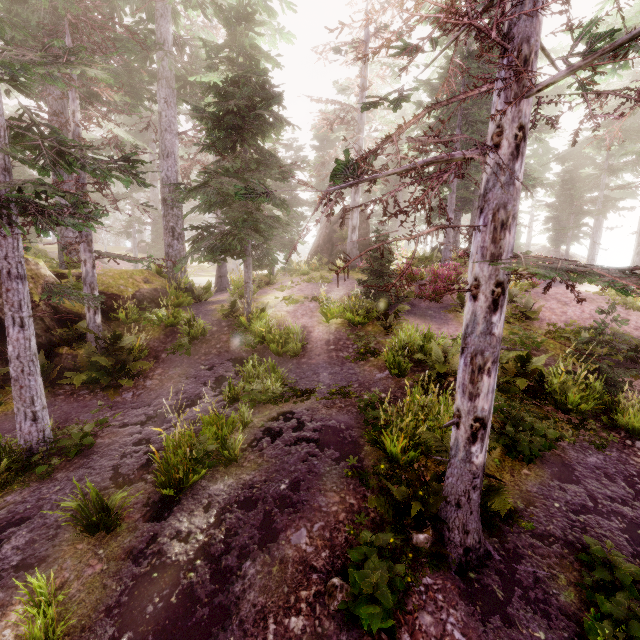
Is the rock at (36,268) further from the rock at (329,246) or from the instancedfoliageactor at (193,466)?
the rock at (329,246)

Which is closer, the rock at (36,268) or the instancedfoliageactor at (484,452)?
the instancedfoliageactor at (484,452)

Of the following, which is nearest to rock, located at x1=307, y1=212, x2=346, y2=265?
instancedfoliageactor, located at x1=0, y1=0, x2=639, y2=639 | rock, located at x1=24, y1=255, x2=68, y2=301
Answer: instancedfoliageactor, located at x1=0, y1=0, x2=639, y2=639

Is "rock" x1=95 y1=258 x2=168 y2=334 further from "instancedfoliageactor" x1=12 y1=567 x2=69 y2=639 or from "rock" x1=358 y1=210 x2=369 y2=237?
"rock" x1=358 y1=210 x2=369 y2=237

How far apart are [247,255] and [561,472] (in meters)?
10.64
